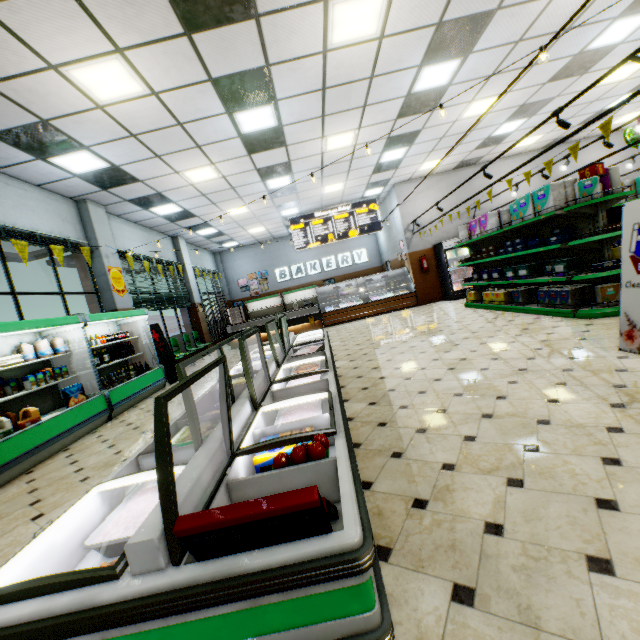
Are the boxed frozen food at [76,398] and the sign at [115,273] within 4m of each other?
yes

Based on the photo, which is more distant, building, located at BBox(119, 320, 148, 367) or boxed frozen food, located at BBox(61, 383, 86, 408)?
building, located at BBox(119, 320, 148, 367)

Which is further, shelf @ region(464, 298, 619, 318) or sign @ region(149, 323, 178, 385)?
sign @ region(149, 323, 178, 385)

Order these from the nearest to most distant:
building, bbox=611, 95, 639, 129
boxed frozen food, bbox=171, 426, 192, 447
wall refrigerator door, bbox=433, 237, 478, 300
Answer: boxed frozen food, bbox=171, 426, 192, 447
building, bbox=611, 95, 639, 129
wall refrigerator door, bbox=433, 237, 478, 300

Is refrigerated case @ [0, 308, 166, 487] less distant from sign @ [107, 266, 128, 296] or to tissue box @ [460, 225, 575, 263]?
sign @ [107, 266, 128, 296]

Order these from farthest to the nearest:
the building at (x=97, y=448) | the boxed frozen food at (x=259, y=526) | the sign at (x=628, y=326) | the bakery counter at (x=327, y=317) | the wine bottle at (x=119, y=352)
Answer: the bakery counter at (x=327, y=317) → the wine bottle at (x=119, y=352) → the sign at (x=628, y=326) → the building at (x=97, y=448) → the boxed frozen food at (x=259, y=526)

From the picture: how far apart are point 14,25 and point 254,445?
5.2m

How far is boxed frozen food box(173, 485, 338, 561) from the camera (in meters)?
0.84
